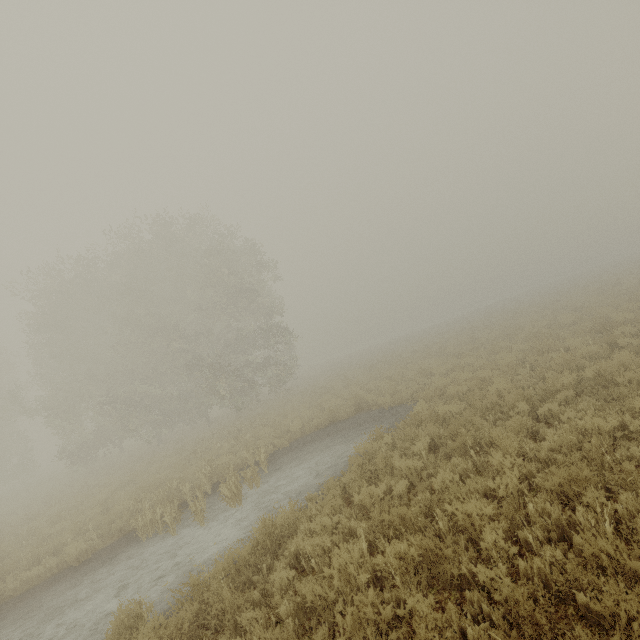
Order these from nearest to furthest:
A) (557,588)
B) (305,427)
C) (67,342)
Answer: (557,588) < (305,427) < (67,342)
